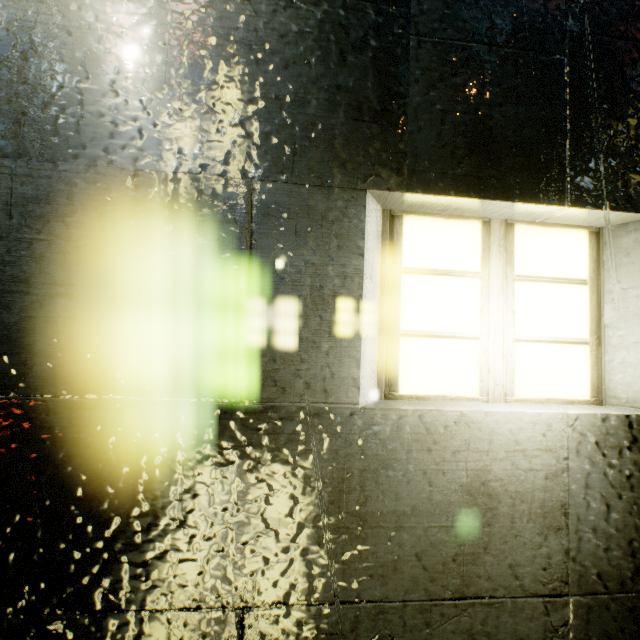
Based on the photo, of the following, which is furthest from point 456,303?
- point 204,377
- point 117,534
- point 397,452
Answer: point 117,534
